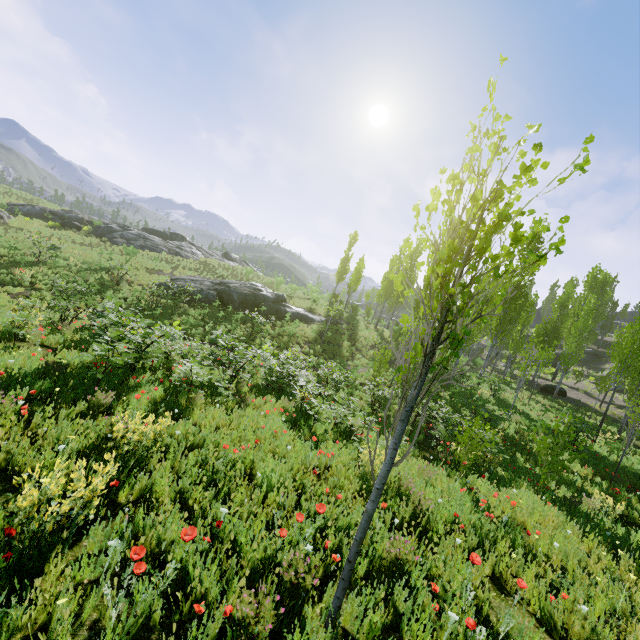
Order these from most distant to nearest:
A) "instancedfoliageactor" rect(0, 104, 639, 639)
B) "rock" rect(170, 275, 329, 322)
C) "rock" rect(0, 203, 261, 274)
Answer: "rock" rect(0, 203, 261, 274) → "rock" rect(170, 275, 329, 322) → "instancedfoliageactor" rect(0, 104, 639, 639)

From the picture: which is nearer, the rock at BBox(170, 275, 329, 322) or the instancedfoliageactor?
the instancedfoliageactor

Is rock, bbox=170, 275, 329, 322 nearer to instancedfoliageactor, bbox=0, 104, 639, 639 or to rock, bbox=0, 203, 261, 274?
instancedfoliageactor, bbox=0, 104, 639, 639

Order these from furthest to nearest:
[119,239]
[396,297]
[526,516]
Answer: [396,297]
[119,239]
[526,516]

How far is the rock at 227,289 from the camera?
24.0m

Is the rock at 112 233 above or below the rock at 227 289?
above
